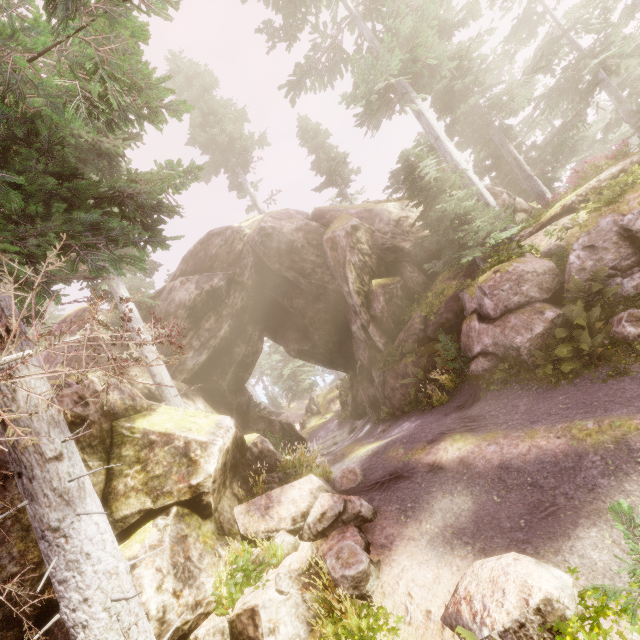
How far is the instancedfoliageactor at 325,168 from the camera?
24.88m

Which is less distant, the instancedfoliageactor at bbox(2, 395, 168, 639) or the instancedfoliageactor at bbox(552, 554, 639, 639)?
the instancedfoliageactor at bbox(552, 554, 639, 639)

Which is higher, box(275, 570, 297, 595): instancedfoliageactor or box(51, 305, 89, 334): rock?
box(51, 305, 89, 334): rock

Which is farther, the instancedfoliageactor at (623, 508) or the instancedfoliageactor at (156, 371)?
the instancedfoliageactor at (156, 371)

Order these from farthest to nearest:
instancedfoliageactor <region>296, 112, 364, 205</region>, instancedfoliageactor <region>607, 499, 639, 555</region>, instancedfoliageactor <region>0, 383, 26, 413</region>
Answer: instancedfoliageactor <region>296, 112, 364, 205</region> < instancedfoliageactor <region>0, 383, 26, 413</region> < instancedfoliageactor <region>607, 499, 639, 555</region>

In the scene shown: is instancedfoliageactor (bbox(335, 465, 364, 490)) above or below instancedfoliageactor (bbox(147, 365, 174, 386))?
below

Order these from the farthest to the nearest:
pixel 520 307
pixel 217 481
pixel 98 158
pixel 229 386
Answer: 1. pixel 229 386
2. pixel 520 307
3. pixel 98 158
4. pixel 217 481

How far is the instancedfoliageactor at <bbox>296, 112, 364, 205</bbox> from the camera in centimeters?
2488cm
